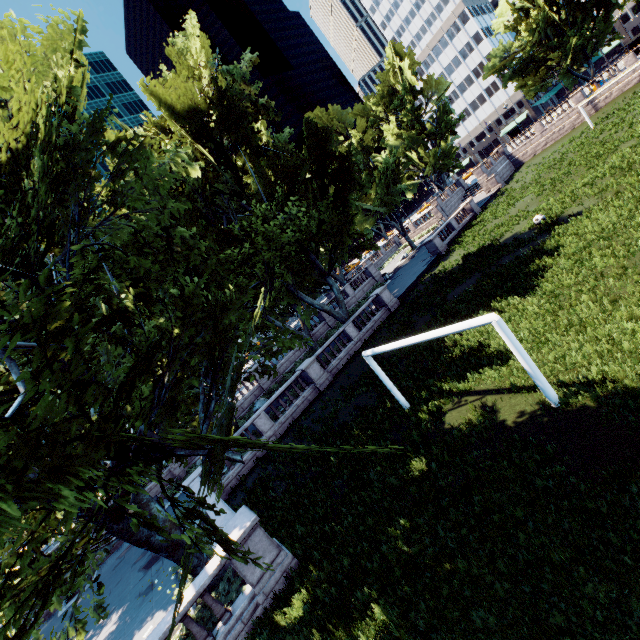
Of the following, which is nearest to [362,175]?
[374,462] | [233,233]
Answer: [233,233]

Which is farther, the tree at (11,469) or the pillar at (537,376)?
the pillar at (537,376)

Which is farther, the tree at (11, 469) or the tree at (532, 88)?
the tree at (532, 88)

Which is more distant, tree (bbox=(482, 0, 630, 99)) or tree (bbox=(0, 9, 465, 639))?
tree (bbox=(482, 0, 630, 99))

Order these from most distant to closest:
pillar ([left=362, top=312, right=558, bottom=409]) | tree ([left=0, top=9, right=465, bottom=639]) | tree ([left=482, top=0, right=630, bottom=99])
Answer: tree ([left=482, top=0, right=630, bottom=99]) → pillar ([left=362, top=312, right=558, bottom=409]) → tree ([left=0, top=9, right=465, bottom=639])

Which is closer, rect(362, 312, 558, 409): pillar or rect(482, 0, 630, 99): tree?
rect(362, 312, 558, 409): pillar

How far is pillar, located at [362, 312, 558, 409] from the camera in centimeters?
824cm
